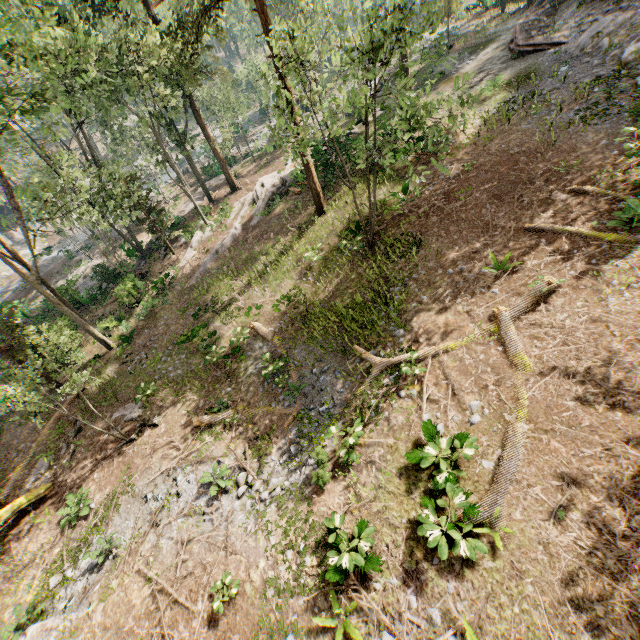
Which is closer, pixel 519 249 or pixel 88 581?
pixel 88 581

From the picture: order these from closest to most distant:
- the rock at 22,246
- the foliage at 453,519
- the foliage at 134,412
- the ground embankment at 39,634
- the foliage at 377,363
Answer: the foliage at 453,519
the ground embankment at 39,634
the foliage at 377,363
the foliage at 134,412
the rock at 22,246

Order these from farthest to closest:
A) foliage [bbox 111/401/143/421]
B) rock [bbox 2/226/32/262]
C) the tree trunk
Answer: rock [bbox 2/226/32/262] < foliage [bbox 111/401/143/421] < the tree trunk

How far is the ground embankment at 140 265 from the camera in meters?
28.0

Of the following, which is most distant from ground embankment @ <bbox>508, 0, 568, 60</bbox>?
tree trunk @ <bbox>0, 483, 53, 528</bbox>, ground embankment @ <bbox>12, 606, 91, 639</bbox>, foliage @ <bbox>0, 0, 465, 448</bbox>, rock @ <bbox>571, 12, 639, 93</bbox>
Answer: tree trunk @ <bbox>0, 483, 53, 528</bbox>

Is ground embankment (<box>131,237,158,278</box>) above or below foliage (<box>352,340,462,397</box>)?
below

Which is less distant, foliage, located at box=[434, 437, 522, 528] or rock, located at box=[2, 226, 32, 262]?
foliage, located at box=[434, 437, 522, 528]
